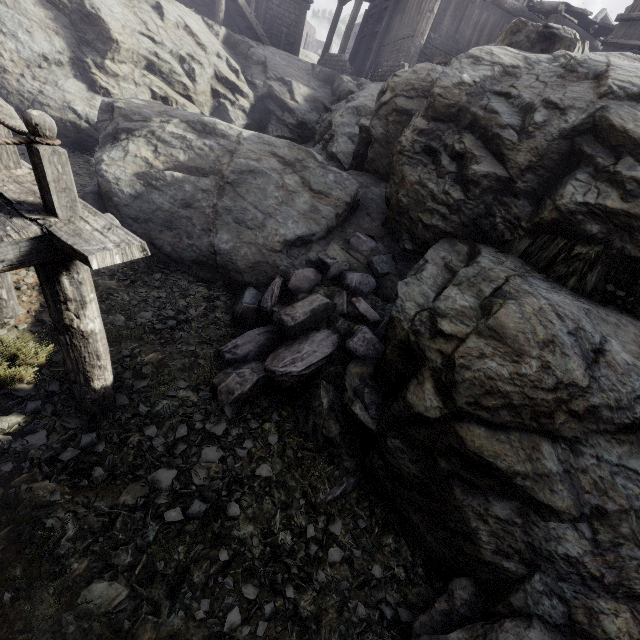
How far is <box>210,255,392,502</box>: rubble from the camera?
4.8m

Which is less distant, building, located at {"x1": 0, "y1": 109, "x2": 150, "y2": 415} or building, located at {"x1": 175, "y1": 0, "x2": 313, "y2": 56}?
building, located at {"x1": 0, "y1": 109, "x2": 150, "y2": 415}

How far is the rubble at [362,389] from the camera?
4.49m

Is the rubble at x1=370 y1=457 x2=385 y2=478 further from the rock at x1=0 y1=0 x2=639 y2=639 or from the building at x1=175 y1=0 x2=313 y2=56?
the building at x1=175 y1=0 x2=313 y2=56

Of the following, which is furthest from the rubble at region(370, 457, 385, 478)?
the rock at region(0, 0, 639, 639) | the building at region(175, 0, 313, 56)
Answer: the building at region(175, 0, 313, 56)

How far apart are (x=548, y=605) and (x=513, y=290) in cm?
336

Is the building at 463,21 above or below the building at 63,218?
above
